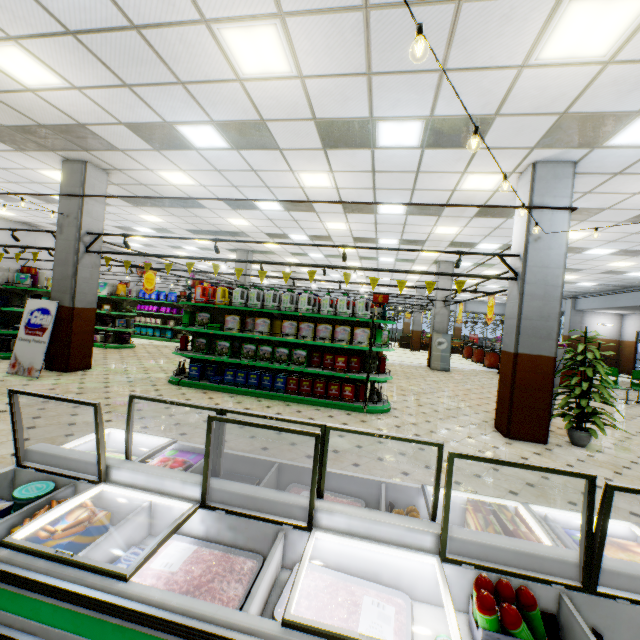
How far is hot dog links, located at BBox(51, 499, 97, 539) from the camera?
1.47m

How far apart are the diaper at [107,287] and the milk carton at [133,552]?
12.52m

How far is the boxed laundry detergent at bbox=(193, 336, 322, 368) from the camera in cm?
688

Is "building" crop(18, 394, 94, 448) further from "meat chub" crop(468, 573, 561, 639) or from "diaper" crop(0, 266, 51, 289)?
"diaper" crop(0, 266, 51, 289)

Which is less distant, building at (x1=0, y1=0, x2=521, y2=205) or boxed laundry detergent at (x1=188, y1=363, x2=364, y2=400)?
building at (x1=0, y1=0, x2=521, y2=205)

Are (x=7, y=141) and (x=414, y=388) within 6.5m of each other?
no

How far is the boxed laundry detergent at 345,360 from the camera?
6.7m

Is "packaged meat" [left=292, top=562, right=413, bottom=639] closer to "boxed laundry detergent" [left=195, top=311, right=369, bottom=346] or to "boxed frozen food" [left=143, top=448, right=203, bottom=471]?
"boxed frozen food" [left=143, top=448, right=203, bottom=471]
